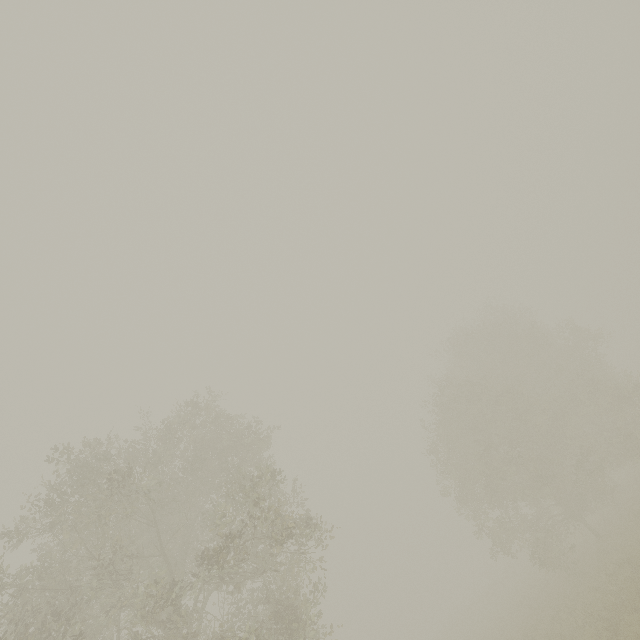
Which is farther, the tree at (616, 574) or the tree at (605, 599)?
the tree at (616, 574)

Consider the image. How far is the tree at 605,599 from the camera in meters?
10.6 m

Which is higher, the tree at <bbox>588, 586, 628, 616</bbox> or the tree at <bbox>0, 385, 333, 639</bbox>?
the tree at <bbox>0, 385, 333, 639</bbox>

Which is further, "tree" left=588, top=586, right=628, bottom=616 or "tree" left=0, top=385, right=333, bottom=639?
"tree" left=588, top=586, right=628, bottom=616

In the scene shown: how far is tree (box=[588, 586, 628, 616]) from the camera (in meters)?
10.56

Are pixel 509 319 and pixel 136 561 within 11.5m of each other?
no
